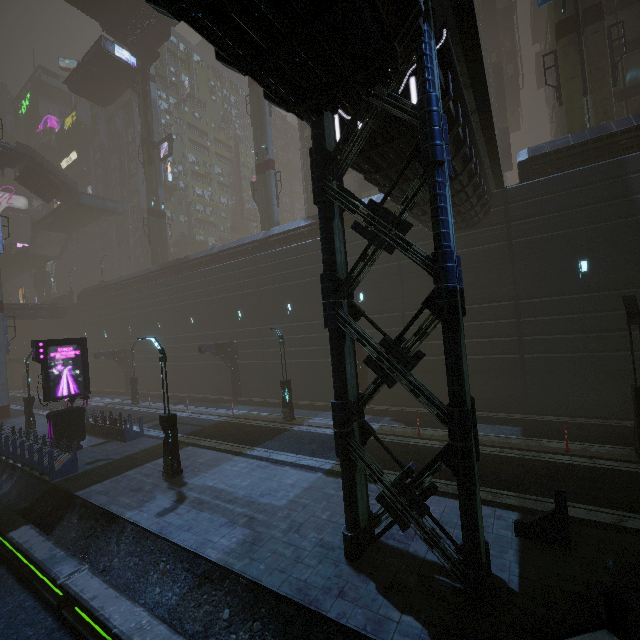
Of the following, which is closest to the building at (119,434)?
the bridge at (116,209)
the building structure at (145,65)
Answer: the bridge at (116,209)

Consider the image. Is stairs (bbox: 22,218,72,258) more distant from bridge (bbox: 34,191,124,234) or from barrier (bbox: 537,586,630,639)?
barrier (bbox: 537,586,630,639)

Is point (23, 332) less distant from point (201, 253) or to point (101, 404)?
point (101, 404)

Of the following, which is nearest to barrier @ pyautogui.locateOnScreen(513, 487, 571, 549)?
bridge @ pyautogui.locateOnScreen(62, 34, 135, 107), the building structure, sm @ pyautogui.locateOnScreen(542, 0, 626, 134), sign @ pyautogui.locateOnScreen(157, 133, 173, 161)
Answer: sm @ pyautogui.locateOnScreen(542, 0, 626, 134)

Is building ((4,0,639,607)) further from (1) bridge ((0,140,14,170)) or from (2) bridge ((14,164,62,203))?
(2) bridge ((14,164,62,203))

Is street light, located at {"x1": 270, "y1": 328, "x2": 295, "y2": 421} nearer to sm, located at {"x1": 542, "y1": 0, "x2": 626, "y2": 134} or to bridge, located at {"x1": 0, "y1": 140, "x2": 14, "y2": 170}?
sm, located at {"x1": 542, "y1": 0, "x2": 626, "y2": 134}

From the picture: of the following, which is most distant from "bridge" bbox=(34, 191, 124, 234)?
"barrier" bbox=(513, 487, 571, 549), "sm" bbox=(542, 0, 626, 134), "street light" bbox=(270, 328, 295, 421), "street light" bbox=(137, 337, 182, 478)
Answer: "barrier" bbox=(513, 487, 571, 549)

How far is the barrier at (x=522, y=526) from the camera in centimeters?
720cm
